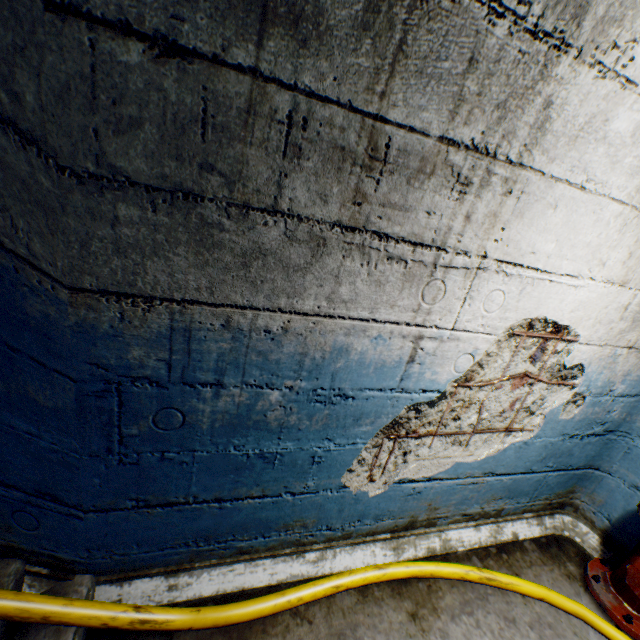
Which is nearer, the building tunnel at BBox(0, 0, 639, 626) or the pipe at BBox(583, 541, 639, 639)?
the building tunnel at BBox(0, 0, 639, 626)

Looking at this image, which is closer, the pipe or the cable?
the cable

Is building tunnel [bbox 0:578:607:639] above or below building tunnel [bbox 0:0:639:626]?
below

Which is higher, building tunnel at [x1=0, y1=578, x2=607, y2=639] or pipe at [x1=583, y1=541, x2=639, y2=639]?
pipe at [x1=583, y1=541, x2=639, y2=639]

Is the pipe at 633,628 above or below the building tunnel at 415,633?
above

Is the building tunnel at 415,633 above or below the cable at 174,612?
below

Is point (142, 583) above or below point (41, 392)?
below

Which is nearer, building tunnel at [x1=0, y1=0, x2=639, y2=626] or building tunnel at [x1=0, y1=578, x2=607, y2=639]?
building tunnel at [x1=0, y1=0, x2=639, y2=626]
